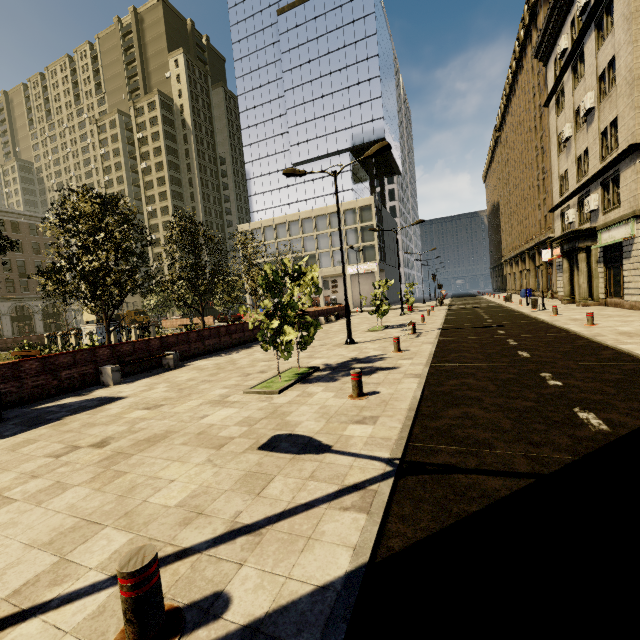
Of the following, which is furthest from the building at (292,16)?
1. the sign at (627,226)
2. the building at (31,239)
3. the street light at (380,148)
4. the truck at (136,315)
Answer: the truck at (136,315)

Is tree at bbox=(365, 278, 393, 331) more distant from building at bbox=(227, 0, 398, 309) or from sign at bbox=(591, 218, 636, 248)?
sign at bbox=(591, 218, 636, 248)

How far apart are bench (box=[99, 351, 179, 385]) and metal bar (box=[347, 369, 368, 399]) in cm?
786

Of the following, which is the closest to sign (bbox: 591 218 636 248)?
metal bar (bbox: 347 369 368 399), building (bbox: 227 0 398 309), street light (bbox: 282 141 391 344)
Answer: building (bbox: 227 0 398 309)

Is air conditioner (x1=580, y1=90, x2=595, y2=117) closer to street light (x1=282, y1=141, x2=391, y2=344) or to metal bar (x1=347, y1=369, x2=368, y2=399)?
street light (x1=282, y1=141, x2=391, y2=344)

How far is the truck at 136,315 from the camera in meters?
58.0 m

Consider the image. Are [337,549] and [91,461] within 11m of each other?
yes

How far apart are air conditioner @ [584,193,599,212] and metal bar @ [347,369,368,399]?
21.9m
